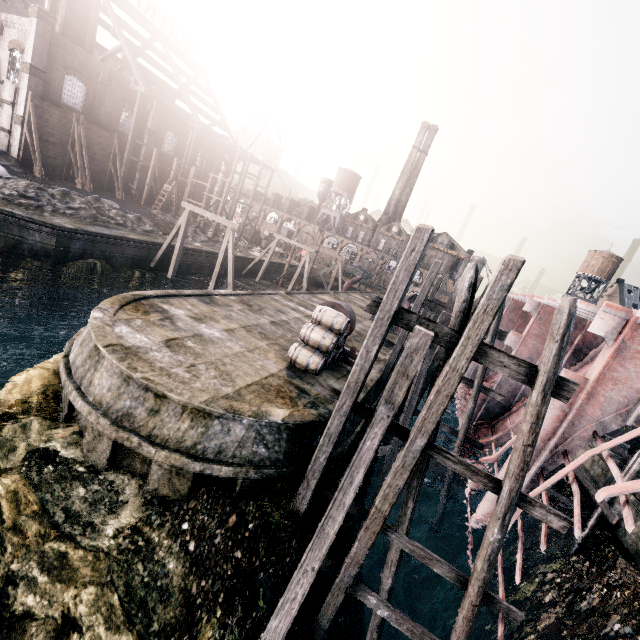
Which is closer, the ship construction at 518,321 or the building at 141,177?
the ship construction at 518,321

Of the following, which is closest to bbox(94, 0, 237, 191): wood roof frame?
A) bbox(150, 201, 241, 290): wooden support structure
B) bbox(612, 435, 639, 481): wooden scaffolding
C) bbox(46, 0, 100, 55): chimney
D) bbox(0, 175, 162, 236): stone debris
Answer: bbox(46, 0, 100, 55): chimney

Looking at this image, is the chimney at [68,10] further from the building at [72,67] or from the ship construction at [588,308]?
the building at [72,67]

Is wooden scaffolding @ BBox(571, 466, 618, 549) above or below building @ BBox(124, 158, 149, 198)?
below

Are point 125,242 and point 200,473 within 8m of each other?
no

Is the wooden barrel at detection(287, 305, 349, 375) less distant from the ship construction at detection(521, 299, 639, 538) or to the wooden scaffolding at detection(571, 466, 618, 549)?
the ship construction at detection(521, 299, 639, 538)

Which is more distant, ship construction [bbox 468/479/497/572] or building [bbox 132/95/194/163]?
building [bbox 132/95/194/163]

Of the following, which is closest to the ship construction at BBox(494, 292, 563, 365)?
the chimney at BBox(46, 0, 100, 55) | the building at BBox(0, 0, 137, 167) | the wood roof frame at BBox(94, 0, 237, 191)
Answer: the wood roof frame at BBox(94, 0, 237, 191)
